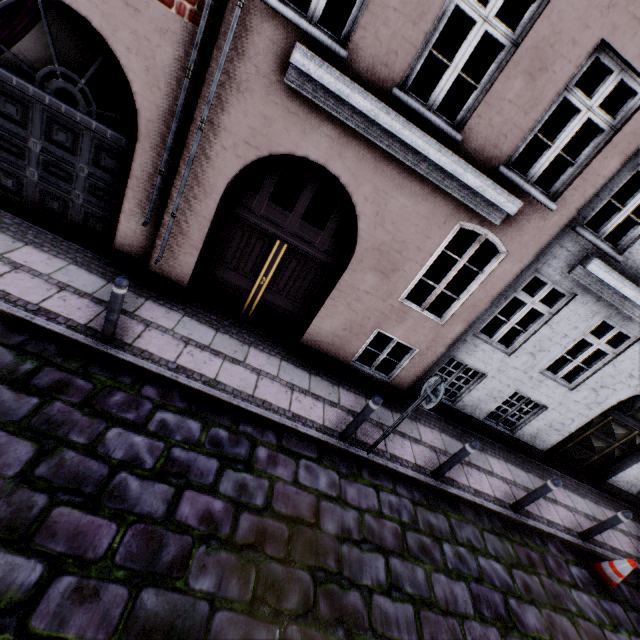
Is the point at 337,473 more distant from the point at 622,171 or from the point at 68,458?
the point at 622,171

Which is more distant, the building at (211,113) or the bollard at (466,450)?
the bollard at (466,450)

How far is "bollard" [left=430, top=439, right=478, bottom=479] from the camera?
5.5m

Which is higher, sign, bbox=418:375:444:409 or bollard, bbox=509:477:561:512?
sign, bbox=418:375:444:409

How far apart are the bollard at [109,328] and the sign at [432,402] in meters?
4.4

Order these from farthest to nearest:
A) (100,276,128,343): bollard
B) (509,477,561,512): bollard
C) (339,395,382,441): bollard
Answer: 1. (509,477,561,512): bollard
2. (339,395,382,441): bollard
3. (100,276,128,343): bollard

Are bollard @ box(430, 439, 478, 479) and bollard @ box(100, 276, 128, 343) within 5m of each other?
no

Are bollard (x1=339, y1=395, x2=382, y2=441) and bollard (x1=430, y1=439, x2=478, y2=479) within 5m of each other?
yes
